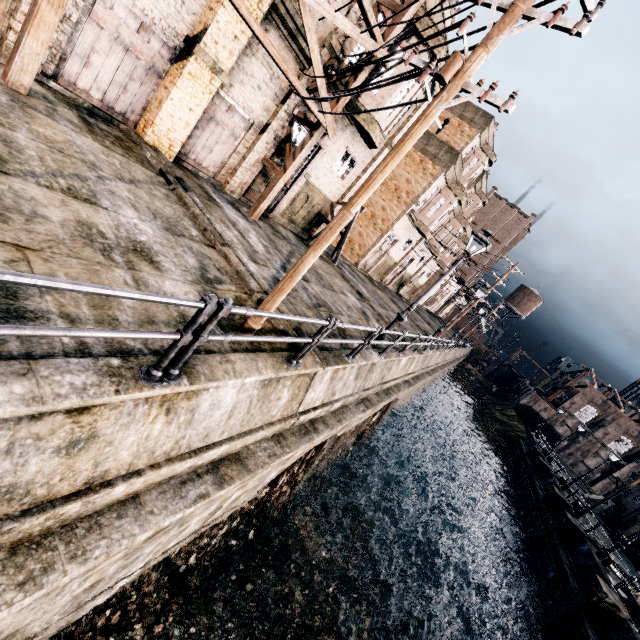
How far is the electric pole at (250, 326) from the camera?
6.1 meters

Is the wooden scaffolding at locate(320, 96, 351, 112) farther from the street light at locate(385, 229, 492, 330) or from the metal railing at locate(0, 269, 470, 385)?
the metal railing at locate(0, 269, 470, 385)

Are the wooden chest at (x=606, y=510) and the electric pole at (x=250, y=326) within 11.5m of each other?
no

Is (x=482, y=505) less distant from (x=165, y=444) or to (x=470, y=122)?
(x=470, y=122)

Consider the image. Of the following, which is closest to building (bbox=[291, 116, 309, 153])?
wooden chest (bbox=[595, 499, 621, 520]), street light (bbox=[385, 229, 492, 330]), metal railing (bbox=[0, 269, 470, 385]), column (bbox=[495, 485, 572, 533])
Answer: street light (bbox=[385, 229, 492, 330])

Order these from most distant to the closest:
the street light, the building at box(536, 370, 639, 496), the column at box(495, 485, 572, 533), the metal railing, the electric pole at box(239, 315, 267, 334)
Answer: the building at box(536, 370, 639, 496), the column at box(495, 485, 572, 533), the street light, the electric pole at box(239, 315, 267, 334), the metal railing

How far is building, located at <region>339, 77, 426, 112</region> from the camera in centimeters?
1512cm

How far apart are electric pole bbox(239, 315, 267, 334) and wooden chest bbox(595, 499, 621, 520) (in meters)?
48.32
